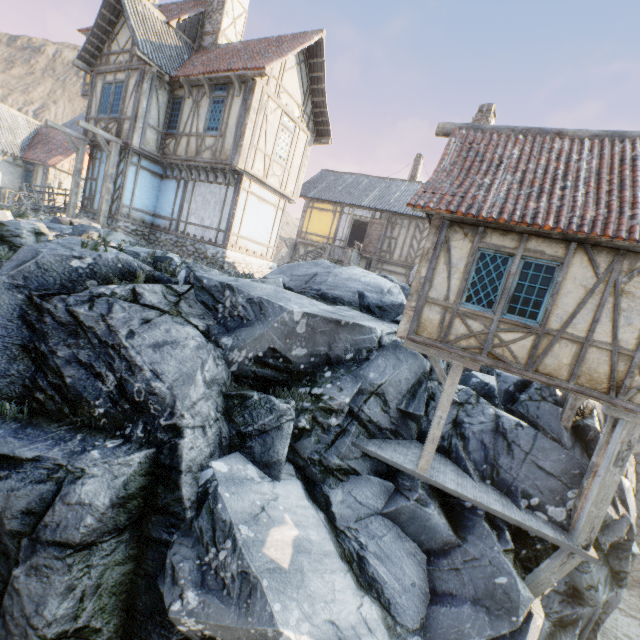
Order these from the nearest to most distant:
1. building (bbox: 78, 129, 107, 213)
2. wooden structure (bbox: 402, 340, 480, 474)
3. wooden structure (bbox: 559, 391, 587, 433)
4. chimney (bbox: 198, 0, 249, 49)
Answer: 1. wooden structure (bbox: 402, 340, 480, 474)
2. wooden structure (bbox: 559, 391, 587, 433)
3. building (bbox: 78, 129, 107, 213)
4. chimney (bbox: 198, 0, 249, 49)

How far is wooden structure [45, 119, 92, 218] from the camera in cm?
1334

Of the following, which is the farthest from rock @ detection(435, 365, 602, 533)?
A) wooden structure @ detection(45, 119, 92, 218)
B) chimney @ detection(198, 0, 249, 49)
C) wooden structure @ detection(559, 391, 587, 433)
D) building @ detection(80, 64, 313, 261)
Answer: chimney @ detection(198, 0, 249, 49)

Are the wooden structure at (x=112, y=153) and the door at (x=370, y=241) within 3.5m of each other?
no

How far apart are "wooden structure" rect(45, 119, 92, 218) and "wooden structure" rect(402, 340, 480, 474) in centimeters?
1559cm

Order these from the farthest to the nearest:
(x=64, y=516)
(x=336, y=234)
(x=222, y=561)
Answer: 1. (x=336, y=234)
2. (x=222, y=561)
3. (x=64, y=516)

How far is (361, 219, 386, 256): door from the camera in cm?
1972

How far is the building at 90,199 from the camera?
14.08m
